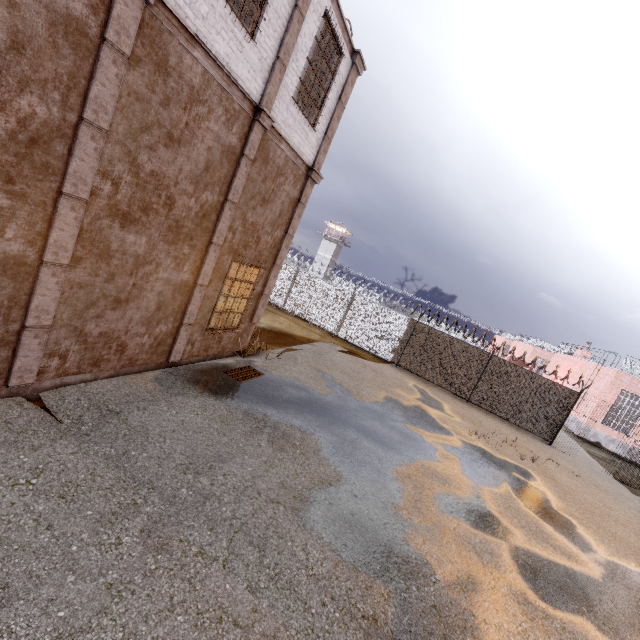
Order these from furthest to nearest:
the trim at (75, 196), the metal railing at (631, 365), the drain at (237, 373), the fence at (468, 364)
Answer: the metal railing at (631, 365) < the fence at (468, 364) < the drain at (237, 373) < the trim at (75, 196)

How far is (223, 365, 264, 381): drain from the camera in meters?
8.4

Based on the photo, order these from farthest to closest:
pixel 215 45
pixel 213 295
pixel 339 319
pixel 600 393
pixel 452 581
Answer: pixel 600 393 < pixel 339 319 < pixel 213 295 < pixel 215 45 < pixel 452 581

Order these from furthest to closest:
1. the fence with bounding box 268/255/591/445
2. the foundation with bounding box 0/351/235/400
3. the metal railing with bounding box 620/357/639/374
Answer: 1. the metal railing with bounding box 620/357/639/374
2. the fence with bounding box 268/255/591/445
3. the foundation with bounding box 0/351/235/400

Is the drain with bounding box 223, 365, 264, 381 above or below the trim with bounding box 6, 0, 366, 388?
below

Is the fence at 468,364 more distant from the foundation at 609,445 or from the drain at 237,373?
the drain at 237,373

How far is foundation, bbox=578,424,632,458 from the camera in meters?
20.2

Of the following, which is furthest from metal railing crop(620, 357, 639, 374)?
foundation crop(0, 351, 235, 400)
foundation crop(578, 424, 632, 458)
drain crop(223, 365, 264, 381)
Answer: foundation crop(0, 351, 235, 400)
